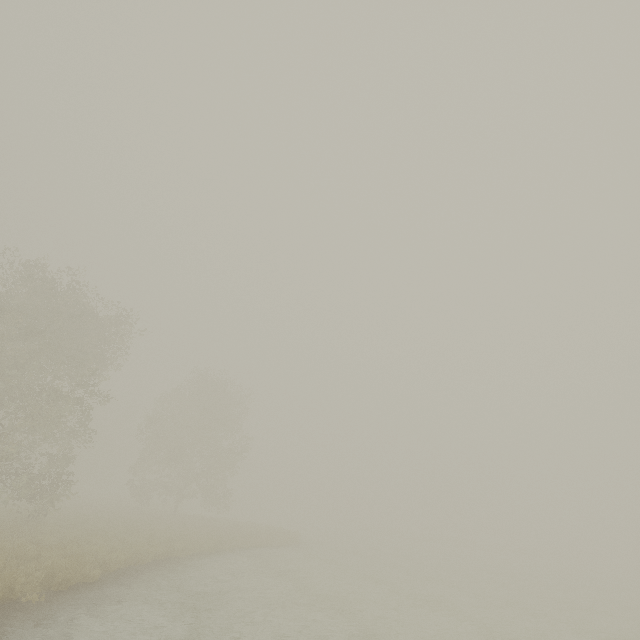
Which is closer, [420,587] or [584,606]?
[420,587]
